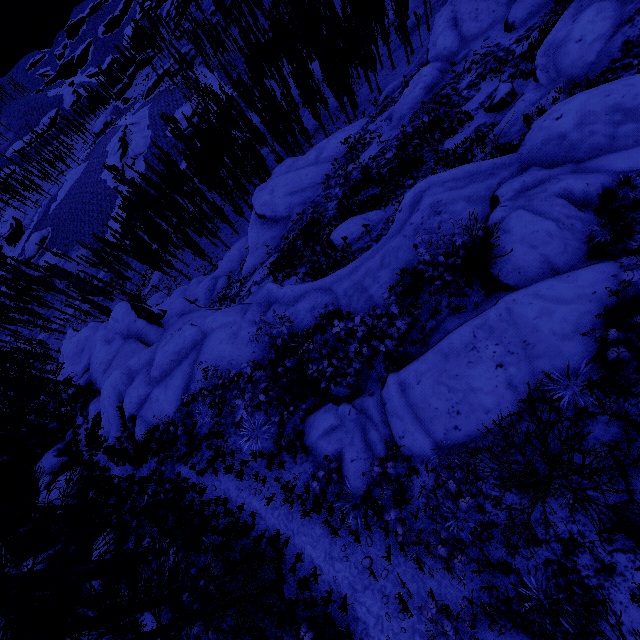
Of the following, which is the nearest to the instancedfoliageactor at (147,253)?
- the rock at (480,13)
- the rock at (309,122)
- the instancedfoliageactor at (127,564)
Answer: the rock at (309,122)

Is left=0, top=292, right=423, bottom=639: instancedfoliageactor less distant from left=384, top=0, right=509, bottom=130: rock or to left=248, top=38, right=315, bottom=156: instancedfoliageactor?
left=248, top=38, right=315, bottom=156: instancedfoliageactor

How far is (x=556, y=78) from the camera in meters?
12.4 m

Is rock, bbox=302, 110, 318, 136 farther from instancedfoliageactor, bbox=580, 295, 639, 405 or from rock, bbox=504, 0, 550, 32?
rock, bbox=504, 0, 550, 32

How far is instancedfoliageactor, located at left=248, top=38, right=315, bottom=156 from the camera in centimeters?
3828cm

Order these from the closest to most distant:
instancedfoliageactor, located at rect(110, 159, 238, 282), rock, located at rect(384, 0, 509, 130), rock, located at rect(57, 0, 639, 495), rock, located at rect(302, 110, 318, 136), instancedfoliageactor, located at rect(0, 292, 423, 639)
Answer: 1. instancedfoliageactor, located at rect(0, 292, 423, 639)
2. rock, located at rect(57, 0, 639, 495)
3. rock, located at rect(384, 0, 509, 130)
4. instancedfoliageactor, located at rect(110, 159, 238, 282)
5. rock, located at rect(302, 110, 318, 136)

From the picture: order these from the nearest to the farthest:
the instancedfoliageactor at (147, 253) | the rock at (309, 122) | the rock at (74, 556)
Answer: the rock at (74, 556) → the instancedfoliageactor at (147, 253) → the rock at (309, 122)
